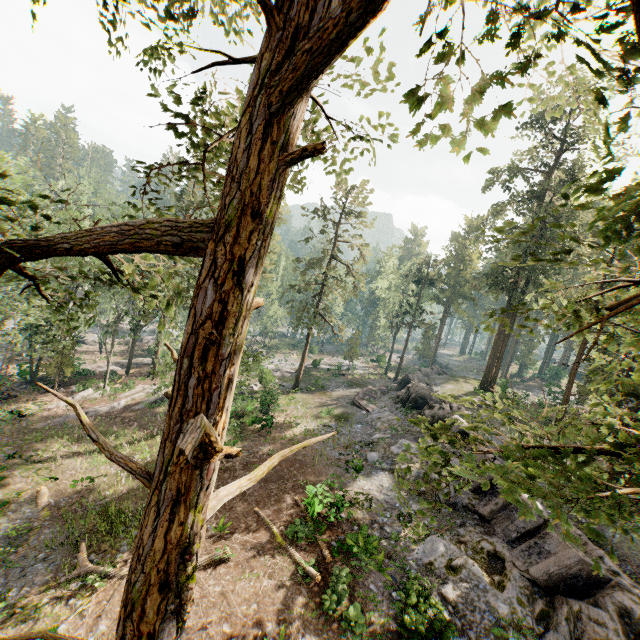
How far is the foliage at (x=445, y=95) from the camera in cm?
289

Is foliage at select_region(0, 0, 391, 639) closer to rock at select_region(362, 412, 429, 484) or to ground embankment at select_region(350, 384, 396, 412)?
rock at select_region(362, 412, 429, 484)

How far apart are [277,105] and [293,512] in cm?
1817

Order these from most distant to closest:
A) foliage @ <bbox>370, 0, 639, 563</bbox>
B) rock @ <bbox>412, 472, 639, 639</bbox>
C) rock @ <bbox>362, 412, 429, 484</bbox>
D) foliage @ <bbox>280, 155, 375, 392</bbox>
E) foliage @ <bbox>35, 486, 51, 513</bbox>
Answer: foliage @ <bbox>280, 155, 375, 392</bbox> → rock @ <bbox>362, 412, 429, 484</bbox> → foliage @ <bbox>35, 486, 51, 513</bbox> → rock @ <bbox>412, 472, 639, 639</bbox> → foliage @ <bbox>370, 0, 639, 563</bbox>

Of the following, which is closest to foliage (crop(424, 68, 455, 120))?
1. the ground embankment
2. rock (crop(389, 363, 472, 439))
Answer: rock (crop(389, 363, 472, 439))

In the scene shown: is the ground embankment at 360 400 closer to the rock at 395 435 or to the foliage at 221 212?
the rock at 395 435

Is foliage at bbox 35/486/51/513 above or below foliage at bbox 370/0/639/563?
below
